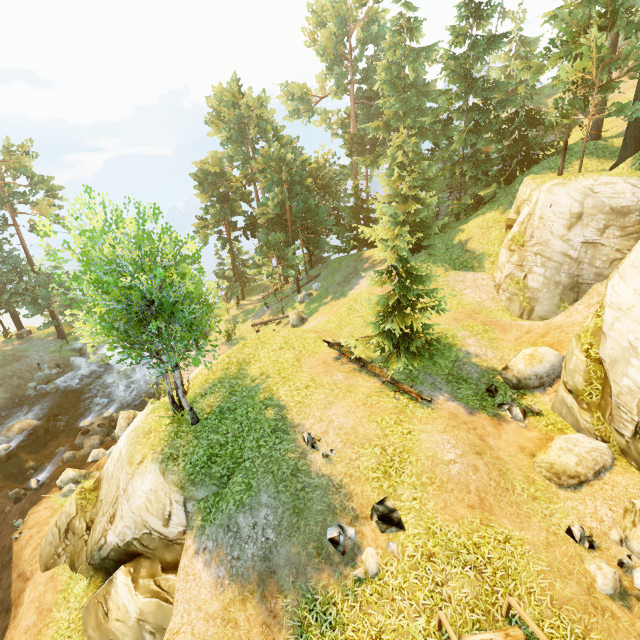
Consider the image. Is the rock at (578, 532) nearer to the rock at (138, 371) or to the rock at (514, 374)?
the rock at (514, 374)

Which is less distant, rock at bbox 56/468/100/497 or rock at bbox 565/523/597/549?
rock at bbox 565/523/597/549

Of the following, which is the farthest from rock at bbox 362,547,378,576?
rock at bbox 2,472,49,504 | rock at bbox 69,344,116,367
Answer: rock at bbox 69,344,116,367

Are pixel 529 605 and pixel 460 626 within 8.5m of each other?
yes

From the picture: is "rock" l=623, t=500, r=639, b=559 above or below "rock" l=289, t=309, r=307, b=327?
above

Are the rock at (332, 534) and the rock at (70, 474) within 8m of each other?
no

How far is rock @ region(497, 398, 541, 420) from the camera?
12.4 meters

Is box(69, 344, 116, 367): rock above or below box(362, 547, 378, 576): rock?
below
